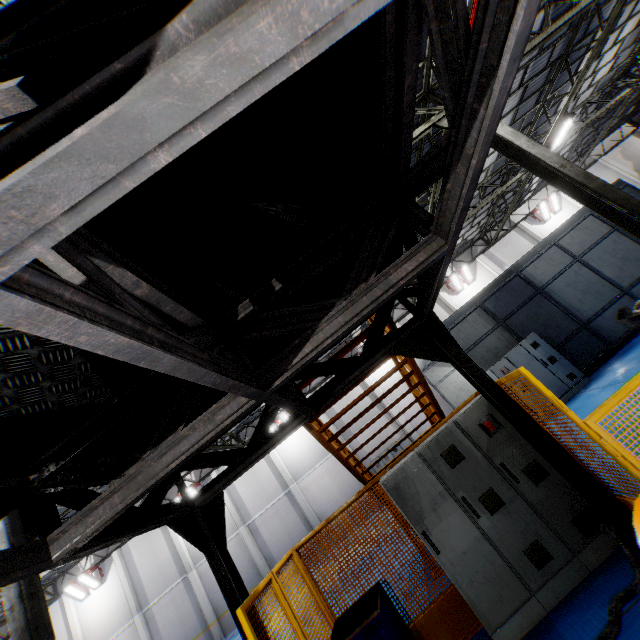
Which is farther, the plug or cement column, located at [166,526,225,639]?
cement column, located at [166,526,225,639]

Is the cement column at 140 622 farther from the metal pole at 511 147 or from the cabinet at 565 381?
the metal pole at 511 147

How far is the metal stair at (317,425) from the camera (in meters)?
5.52

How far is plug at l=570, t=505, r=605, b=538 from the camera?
3.8 meters

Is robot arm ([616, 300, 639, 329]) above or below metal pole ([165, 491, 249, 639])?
below

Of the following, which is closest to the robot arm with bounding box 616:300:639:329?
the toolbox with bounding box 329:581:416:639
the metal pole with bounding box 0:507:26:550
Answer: the toolbox with bounding box 329:581:416:639

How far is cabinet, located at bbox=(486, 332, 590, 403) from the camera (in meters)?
10.40

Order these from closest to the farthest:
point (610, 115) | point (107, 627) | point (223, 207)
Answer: point (223, 207) < point (610, 115) < point (107, 627)
